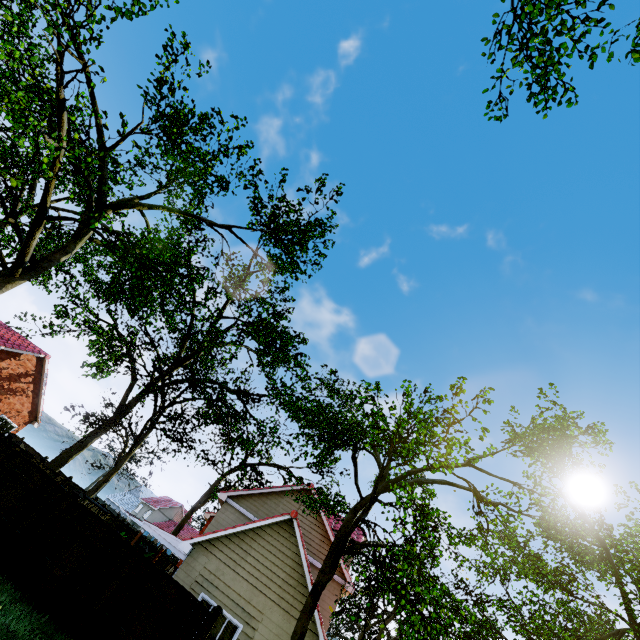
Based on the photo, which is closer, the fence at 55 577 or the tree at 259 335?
the tree at 259 335

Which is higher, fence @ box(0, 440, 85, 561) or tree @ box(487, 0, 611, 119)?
tree @ box(487, 0, 611, 119)

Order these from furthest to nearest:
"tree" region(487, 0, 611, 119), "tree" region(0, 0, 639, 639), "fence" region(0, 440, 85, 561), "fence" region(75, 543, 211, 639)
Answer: "tree" region(487, 0, 611, 119)
"fence" region(0, 440, 85, 561)
"fence" region(75, 543, 211, 639)
"tree" region(0, 0, 639, 639)

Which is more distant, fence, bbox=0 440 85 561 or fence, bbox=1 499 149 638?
fence, bbox=0 440 85 561

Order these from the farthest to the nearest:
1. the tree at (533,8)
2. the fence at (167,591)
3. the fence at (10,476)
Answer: the tree at (533,8), the fence at (10,476), the fence at (167,591)

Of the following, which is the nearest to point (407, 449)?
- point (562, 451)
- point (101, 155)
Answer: point (562, 451)

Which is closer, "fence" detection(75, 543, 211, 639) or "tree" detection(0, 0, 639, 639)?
"tree" detection(0, 0, 639, 639)

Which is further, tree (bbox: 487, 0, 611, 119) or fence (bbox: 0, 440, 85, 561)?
tree (bbox: 487, 0, 611, 119)
